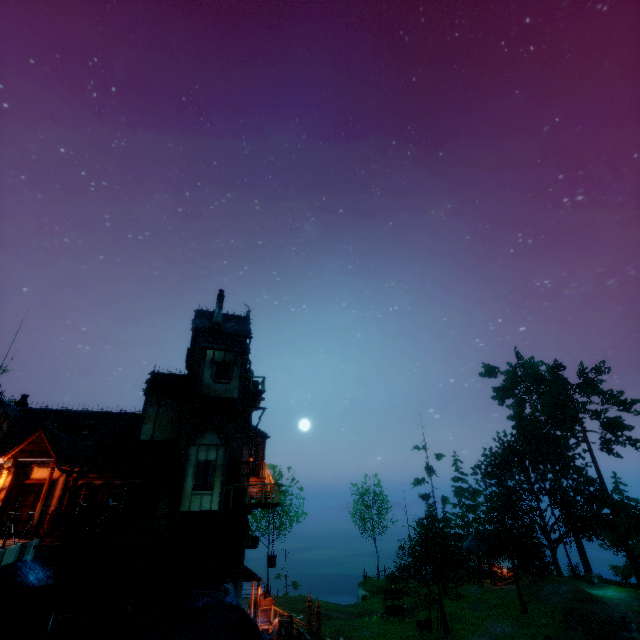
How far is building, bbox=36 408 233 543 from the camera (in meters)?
14.73

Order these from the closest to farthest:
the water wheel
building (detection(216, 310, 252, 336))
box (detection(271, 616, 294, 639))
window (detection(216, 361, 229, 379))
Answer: the water wheel, box (detection(271, 616, 294, 639)), window (detection(216, 361, 229, 379)), building (detection(216, 310, 252, 336))

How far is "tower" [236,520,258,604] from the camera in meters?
15.7

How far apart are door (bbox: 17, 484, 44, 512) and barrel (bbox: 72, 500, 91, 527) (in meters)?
1.68

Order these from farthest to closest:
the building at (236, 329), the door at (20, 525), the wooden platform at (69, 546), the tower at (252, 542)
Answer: the building at (236, 329) < the tower at (252, 542) < the door at (20, 525) < the wooden platform at (69, 546)

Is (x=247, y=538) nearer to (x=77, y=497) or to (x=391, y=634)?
(x=77, y=497)

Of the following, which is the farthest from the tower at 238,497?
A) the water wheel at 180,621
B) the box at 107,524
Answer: the box at 107,524

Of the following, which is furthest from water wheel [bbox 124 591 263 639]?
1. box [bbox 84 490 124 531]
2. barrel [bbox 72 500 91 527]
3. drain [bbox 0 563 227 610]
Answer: barrel [bbox 72 500 91 527]
